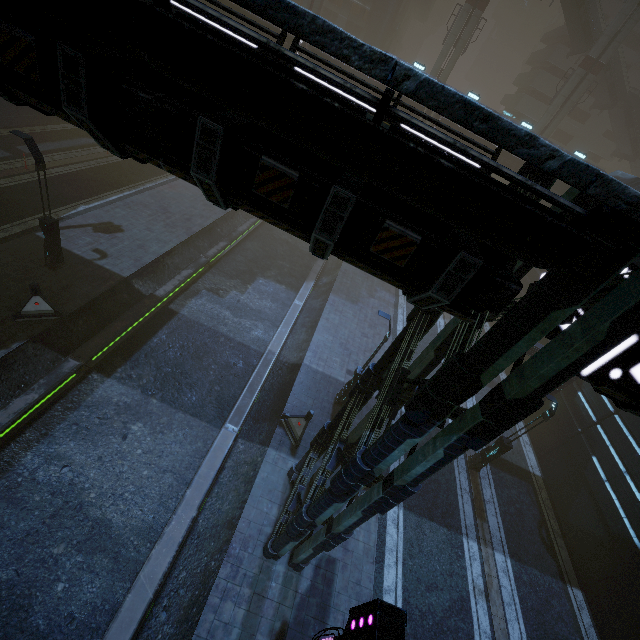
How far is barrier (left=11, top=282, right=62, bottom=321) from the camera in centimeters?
1245cm

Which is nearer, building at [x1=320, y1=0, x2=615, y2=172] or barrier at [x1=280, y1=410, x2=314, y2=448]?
barrier at [x1=280, y1=410, x2=314, y2=448]

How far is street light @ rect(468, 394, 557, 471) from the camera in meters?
13.2 m

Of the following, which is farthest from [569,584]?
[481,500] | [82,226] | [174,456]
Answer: [82,226]

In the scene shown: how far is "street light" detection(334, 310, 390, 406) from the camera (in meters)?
12.50

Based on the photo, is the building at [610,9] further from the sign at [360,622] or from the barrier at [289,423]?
the sign at [360,622]

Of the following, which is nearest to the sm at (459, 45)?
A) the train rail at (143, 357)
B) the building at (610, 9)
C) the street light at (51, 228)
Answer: the train rail at (143, 357)

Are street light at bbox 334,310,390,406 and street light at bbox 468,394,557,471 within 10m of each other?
yes
